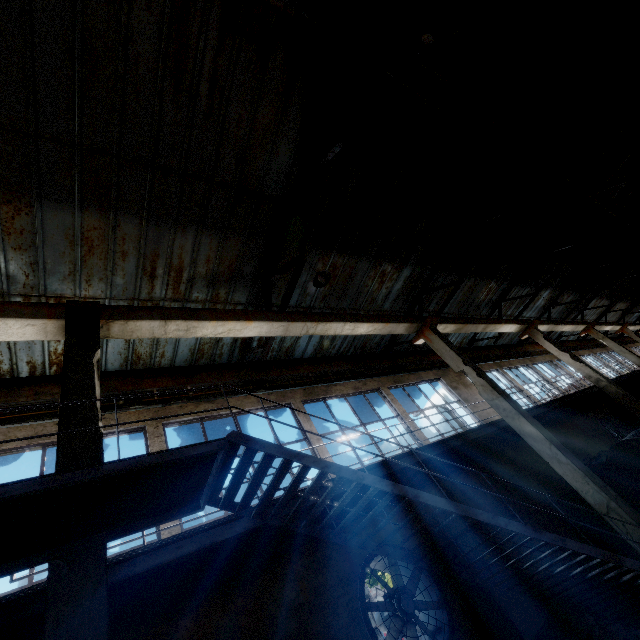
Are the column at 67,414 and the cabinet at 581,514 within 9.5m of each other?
no

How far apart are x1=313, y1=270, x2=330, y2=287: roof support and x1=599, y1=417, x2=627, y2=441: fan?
19.21m

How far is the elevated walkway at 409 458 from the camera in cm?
667

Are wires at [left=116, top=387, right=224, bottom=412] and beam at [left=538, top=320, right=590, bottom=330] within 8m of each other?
yes

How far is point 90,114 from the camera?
5.4m

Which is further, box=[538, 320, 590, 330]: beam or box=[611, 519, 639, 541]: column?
box=[538, 320, 590, 330]: beam

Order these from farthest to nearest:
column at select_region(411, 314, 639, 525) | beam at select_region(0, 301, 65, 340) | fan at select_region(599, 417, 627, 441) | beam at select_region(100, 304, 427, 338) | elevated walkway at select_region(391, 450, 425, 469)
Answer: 1. fan at select_region(599, 417, 627, 441)
2. column at select_region(411, 314, 639, 525)
3. elevated walkway at select_region(391, 450, 425, 469)
4. beam at select_region(100, 304, 427, 338)
5. beam at select_region(0, 301, 65, 340)

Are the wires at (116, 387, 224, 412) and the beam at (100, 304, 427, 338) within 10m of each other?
yes
